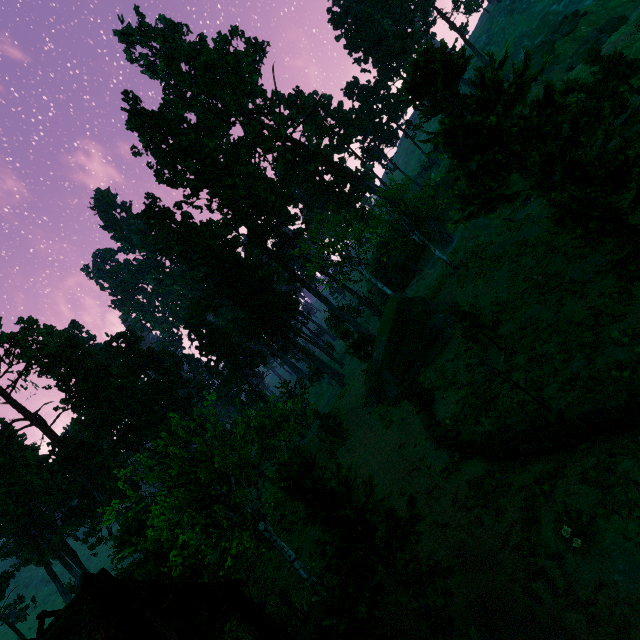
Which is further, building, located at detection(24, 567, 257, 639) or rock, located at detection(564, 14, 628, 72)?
rock, located at detection(564, 14, 628, 72)

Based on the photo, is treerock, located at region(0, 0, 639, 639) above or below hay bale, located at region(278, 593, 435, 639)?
above

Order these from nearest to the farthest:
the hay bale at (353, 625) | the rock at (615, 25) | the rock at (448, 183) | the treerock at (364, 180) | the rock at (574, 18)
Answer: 1. the hay bale at (353, 625)
2. the treerock at (364, 180)
3. the rock at (615, 25)
4. the rock at (574, 18)
5. the rock at (448, 183)

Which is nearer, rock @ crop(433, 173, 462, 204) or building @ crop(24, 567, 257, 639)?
building @ crop(24, 567, 257, 639)

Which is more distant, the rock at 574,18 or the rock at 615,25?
the rock at 574,18

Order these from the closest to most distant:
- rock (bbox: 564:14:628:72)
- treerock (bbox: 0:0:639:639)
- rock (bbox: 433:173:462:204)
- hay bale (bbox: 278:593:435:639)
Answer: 1. hay bale (bbox: 278:593:435:639)
2. treerock (bbox: 0:0:639:639)
3. rock (bbox: 564:14:628:72)
4. rock (bbox: 433:173:462:204)

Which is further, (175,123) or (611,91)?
(175,123)

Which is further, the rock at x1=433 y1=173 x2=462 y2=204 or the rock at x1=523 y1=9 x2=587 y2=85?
the rock at x1=433 y1=173 x2=462 y2=204
